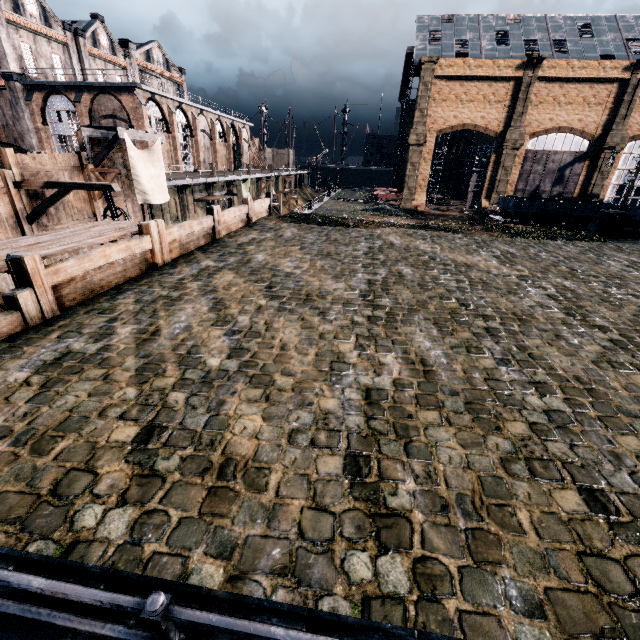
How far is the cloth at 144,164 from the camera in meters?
21.0 m

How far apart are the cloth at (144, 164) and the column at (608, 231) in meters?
31.2

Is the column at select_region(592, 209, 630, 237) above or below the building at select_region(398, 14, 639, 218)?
below

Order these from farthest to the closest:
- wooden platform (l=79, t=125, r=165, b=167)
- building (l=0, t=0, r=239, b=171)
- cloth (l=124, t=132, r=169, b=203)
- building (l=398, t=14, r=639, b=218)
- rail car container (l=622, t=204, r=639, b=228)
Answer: building (l=398, t=14, r=639, b=218) → building (l=0, t=0, r=239, b=171) → rail car container (l=622, t=204, r=639, b=228) → cloth (l=124, t=132, r=169, b=203) → wooden platform (l=79, t=125, r=165, b=167)

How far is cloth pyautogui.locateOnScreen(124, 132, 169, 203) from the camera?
20.98m

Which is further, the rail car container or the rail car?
the rail car

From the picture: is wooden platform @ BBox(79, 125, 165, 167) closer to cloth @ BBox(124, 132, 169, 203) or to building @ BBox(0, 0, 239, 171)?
cloth @ BBox(124, 132, 169, 203)

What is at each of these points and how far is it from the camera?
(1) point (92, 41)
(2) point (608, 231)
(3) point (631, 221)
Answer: (1) building, 43.78m
(2) column, 22.25m
(3) rail car container, 23.20m
